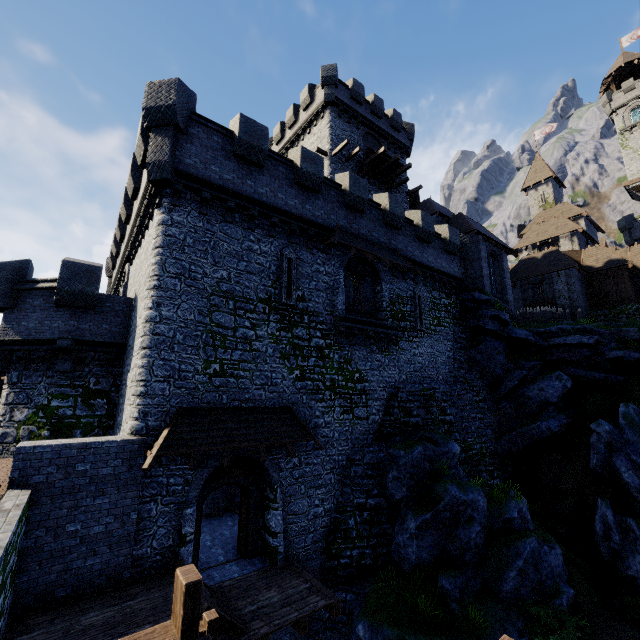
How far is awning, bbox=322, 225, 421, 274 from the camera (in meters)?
15.28

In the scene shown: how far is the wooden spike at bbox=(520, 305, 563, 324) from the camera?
27.0m

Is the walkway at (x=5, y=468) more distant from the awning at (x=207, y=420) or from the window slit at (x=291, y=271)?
the window slit at (x=291, y=271)

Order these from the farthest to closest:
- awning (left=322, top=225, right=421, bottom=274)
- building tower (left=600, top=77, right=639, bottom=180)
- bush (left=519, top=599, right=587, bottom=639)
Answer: building tower (left=600, top=77, right=639, bottom=180)
awning (left=322, top=225, right=421, bottom=274)
bush (left=519, top=599, right=587, bottom=639)

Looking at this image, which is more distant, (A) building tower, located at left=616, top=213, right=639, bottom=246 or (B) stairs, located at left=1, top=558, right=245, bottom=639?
(A) building tower, located at left=616, top=213, right=639, bottom=246

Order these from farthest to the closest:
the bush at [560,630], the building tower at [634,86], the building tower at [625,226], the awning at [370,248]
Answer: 1. the building tower at [634,86]
2. the building tower at [625,226]
3. the awning at [370,248]
4. the bush at [560,630]

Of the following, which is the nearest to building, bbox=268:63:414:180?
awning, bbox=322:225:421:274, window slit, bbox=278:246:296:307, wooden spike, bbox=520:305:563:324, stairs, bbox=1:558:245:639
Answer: wooden spike, bbox=520:305:563:324

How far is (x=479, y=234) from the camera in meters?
25.8 m
